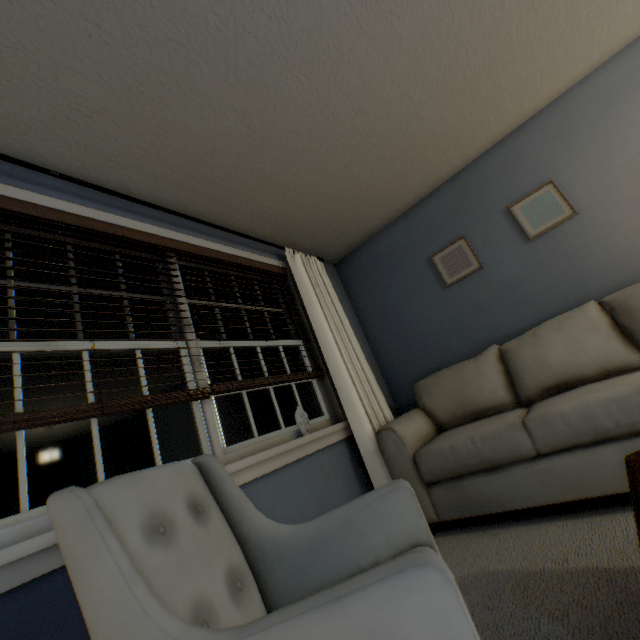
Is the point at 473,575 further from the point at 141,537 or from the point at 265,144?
the point at 265,144

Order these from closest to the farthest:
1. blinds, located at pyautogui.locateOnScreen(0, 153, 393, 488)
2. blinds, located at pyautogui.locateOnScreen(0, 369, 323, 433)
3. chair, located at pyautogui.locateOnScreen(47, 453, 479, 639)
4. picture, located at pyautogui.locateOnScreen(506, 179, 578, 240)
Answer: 1. chair, located at pyautogui.locateOnScreen(47, 453, 479, 639)
2. blinds, located at pyautogui.locateOnScreen(0, 369, 323, 433)
3. blinds, located at pyautogui.locateOnScreen(0, 153, 393, 488)
4. picture, located at pyautogui.locateOnScreen(506, 179, 578, 240)

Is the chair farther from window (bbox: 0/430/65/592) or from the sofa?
the sofa

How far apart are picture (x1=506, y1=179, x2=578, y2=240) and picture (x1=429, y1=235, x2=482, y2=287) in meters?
0.4

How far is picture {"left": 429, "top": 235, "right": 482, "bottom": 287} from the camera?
2.8m

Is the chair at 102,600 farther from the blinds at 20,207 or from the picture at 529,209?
the picture at 529,209

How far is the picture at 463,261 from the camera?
2.85m

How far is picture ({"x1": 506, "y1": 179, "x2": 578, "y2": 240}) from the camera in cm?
247
